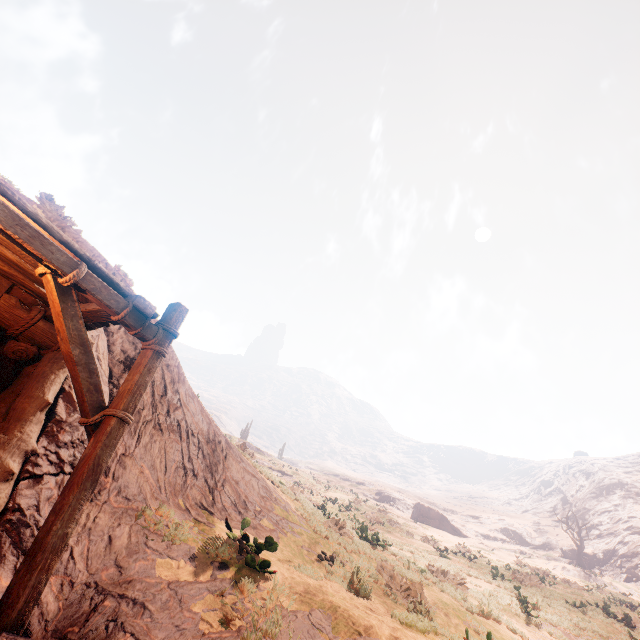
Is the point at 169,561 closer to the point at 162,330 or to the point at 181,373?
the point at 162,330

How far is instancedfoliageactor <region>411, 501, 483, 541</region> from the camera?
40.3m

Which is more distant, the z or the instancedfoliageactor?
the instancedfoliageactor

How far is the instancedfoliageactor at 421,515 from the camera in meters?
40.3 m

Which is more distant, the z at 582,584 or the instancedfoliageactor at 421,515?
the instancedfoliageactor at 421,515
